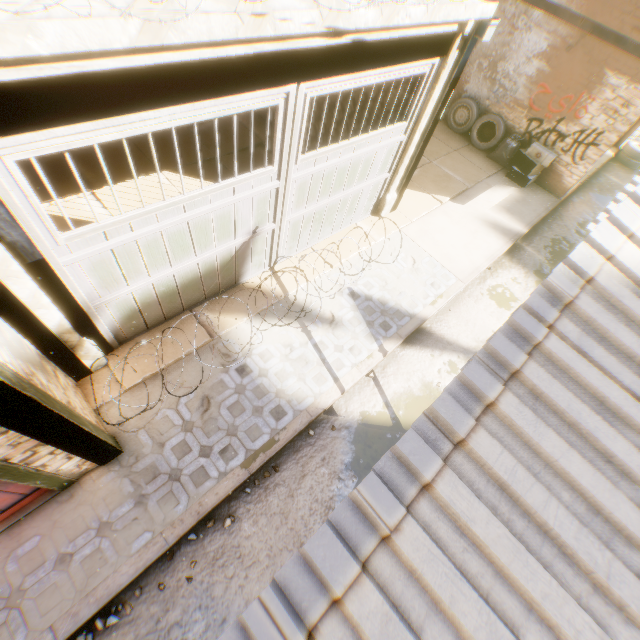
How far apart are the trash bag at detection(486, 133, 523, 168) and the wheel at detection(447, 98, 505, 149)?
0.08m

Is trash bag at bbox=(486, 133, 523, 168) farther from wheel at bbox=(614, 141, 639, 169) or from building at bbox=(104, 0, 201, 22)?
wheel at bbox=(614, 141, 639, 169)

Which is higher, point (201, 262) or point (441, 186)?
point (201, 262)

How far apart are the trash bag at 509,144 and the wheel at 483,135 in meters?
0.1

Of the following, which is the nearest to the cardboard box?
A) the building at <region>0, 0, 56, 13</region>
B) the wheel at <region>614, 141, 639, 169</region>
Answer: the building at <region>0, 0, 56, 13</region>

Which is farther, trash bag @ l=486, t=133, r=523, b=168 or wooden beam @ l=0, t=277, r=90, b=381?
trash bag @ l=486, t=133, r=523, b=168

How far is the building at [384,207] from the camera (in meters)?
4.94

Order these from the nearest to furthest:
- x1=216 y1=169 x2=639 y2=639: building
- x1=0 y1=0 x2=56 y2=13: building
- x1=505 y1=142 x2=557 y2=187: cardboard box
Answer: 1. x1=216 y1=169 x2=639 y2=639: building
2. x1=0 y1=0 x2=56 y2=13: building
3. x1=505 y1=142 x2=557 y2=187: cardboard box
